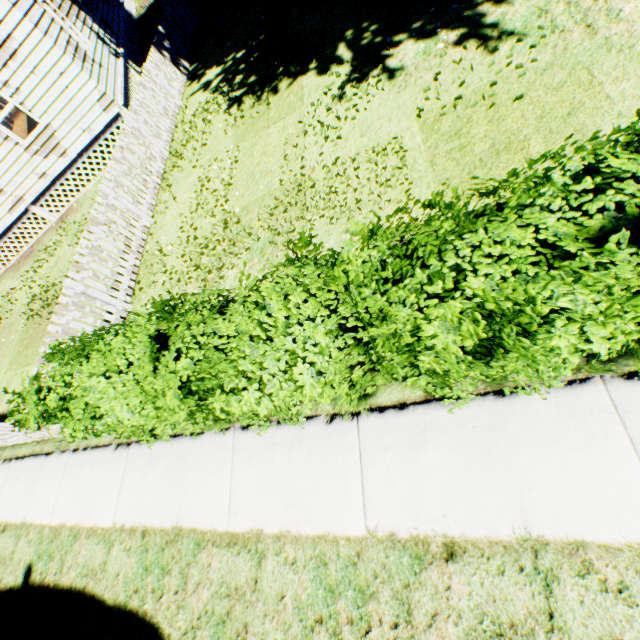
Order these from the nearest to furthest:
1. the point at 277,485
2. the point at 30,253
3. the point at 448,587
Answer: the point at 448,587, the point at 277,485, the point at 30,253

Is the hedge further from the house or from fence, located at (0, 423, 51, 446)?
the house

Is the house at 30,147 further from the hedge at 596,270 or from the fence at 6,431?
the hedge at 596,270

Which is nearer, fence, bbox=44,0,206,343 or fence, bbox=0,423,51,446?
fence, bbox=0,423,51,446

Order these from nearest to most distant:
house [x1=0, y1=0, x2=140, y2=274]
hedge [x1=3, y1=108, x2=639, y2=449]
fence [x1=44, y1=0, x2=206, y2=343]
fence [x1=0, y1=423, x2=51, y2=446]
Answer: hedge [x1=3, y1=108, x2=639, y2=449], fence [x1=0, y1=423, x2=51, y2=446], fence [x1=44, y1=0, x2=206, y2=343], house [x1=0, y1=0, x2=140, y2=274]

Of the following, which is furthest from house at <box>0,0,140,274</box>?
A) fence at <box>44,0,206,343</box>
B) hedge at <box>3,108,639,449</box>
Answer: hedge at <box>3,108,639,449</box>

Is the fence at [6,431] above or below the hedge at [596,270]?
below

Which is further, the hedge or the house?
the house
